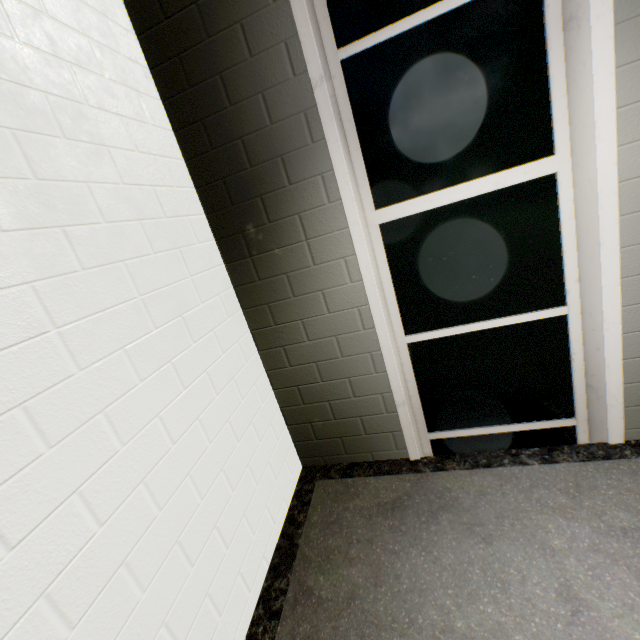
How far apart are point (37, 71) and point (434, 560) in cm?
284
